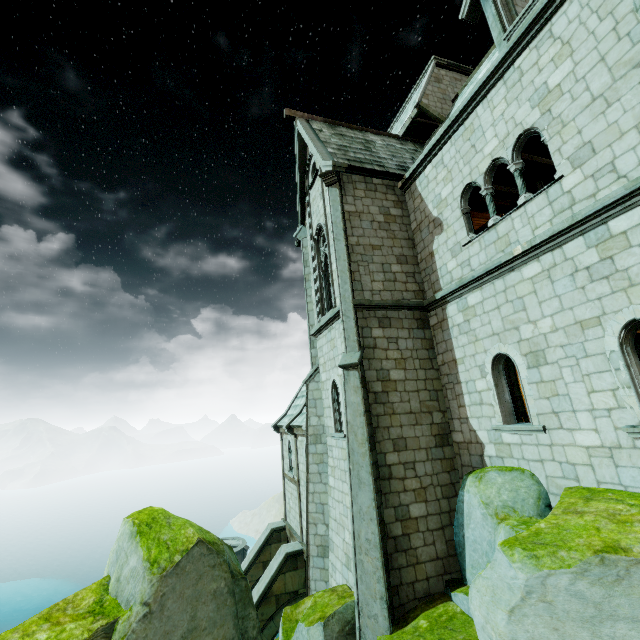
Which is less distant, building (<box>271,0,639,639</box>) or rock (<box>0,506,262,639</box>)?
→ rock (<box>0,506,262,639</box>)

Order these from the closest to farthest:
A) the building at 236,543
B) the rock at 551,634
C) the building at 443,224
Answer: the rock at 551,634 → the building at 443,224 → the building at 236,543

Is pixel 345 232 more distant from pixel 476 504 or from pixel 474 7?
pixel 476 504

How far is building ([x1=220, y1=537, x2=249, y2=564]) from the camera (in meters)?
39.67

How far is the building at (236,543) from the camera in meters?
39.7

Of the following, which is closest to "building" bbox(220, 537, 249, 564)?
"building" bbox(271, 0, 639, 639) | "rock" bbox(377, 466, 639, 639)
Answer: "rock" bbox(377, 466, 639, 639)
